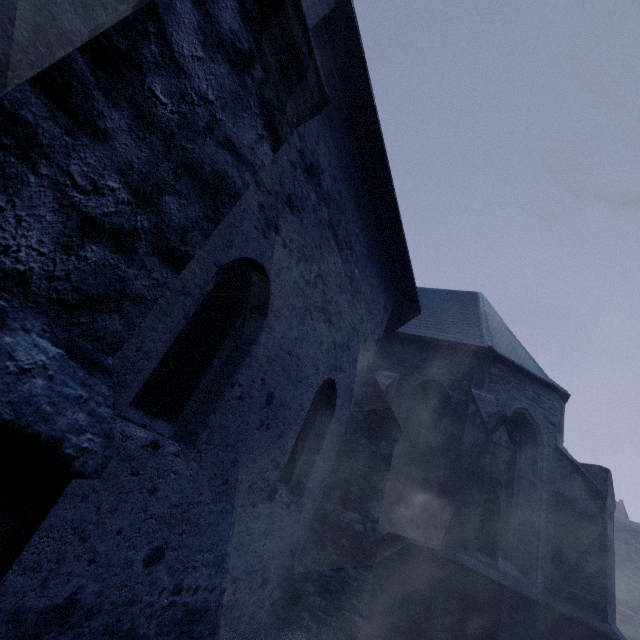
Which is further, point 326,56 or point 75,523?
point 326,56
